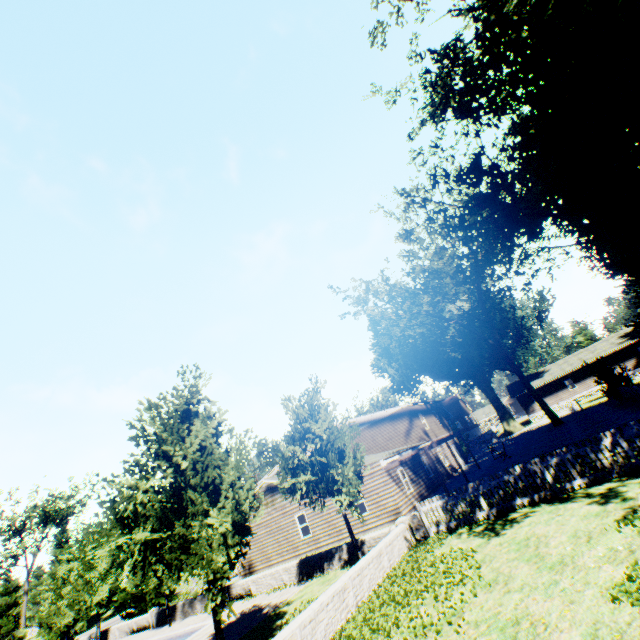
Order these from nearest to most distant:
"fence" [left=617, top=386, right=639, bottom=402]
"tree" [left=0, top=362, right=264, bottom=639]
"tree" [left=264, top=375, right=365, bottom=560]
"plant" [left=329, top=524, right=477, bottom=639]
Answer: "plant" [left=329, top=524, right=477, bottom=639], "tree" [left=0, top=362, right=264, bottom=639], "tree" [left=264, top=375, right=365, bottom=560], "fence" [left=617, top=386, right=639, bottom=402]

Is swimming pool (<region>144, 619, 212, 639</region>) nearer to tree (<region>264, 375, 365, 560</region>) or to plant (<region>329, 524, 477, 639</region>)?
tree (<region>264, 375, 365, 560</region>)

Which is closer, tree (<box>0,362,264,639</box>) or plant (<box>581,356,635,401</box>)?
tree (<box>0,362,264,639</box>)

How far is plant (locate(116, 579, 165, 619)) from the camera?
28.3 meters

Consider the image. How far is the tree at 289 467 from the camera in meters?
13.7

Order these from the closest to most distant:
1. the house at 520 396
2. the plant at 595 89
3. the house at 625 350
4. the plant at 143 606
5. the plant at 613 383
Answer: the plant at 595 89, the plant at 613 383, the plant at 143 606, the house at 625 350, the house at 520 396

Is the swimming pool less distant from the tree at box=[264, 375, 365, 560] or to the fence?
the tree at box=[264, 375, 365, 560]

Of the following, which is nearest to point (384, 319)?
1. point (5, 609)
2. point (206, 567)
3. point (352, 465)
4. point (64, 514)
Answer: point (352, 465)
